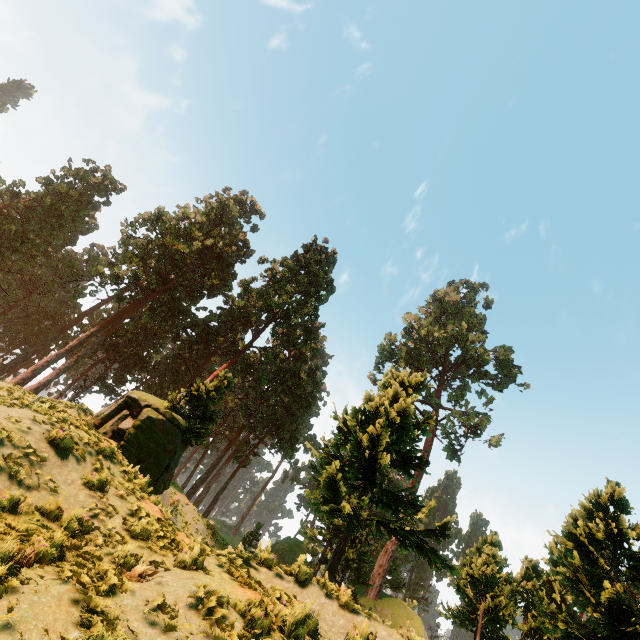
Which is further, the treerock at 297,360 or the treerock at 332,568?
the treerock at 297,360

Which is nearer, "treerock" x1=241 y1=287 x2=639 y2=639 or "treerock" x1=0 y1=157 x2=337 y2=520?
"treerock" x1=241 y1=287 x2=639 y2=639

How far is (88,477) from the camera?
8.2m
